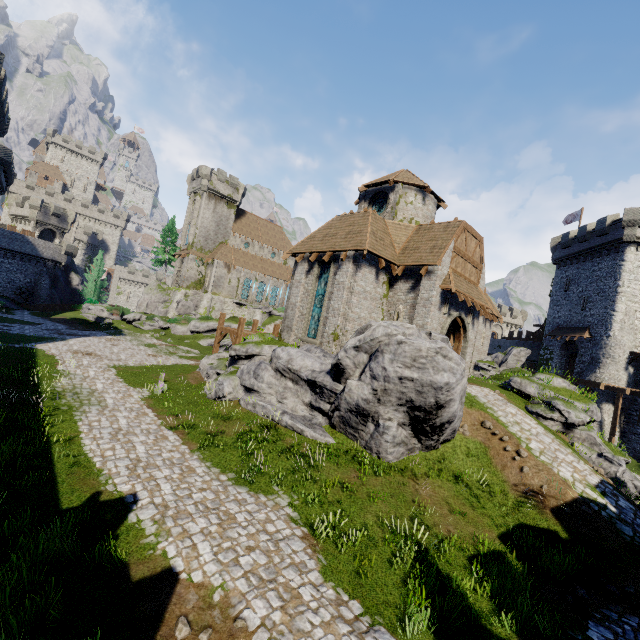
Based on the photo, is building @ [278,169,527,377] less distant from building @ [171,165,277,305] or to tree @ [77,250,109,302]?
building @ [171,165,277,305]

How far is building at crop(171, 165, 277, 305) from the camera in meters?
52.5 m

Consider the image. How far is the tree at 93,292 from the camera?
51.7 meters

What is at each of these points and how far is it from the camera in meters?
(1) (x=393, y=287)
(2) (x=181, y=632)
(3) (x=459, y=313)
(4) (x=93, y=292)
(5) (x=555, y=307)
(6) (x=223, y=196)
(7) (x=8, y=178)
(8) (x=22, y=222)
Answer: (1) building, 19.2 m
(2) instancedfoliageactor, 5.5 m
(3) double door, 18.8 m
(4) tree, 52.5 m
(5) building, 39.1 m
(6) building, 54.3 m
(7) building, 36.8 m
(8) building tower, 51.4 m

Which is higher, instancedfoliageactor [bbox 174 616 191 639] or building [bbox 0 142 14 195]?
building [bbox 0 142 14 195]

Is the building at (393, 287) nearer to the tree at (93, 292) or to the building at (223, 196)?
the building at (223, 196)

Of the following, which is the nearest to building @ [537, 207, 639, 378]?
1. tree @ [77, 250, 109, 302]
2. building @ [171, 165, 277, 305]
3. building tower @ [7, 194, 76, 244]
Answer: building @ [171, 165, 277, 305]

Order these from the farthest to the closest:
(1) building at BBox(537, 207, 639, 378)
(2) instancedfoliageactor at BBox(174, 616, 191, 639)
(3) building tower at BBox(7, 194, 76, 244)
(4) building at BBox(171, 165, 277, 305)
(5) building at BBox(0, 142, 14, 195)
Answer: (4) building at BBox(171, 165, 277, 305) → (3) building tower at BBox(7, 194, 76, 244) → (5) building at BBox(0, 142, 14, 195) → (1) building at BBox(537, 207, 639, 378) → (2) instancedfoliageactor at BBox(174, 616, 191, 639)
